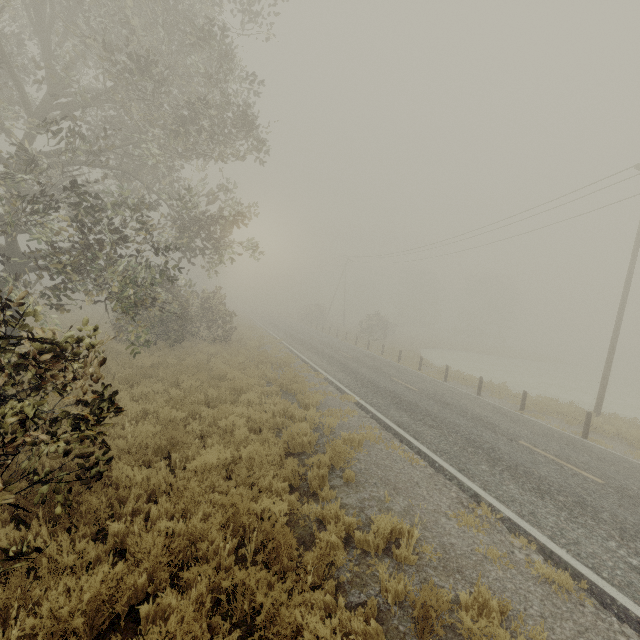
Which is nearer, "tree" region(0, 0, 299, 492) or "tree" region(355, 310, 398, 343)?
"tree" region(0, 0, 299, 492)

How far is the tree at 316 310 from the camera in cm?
5053

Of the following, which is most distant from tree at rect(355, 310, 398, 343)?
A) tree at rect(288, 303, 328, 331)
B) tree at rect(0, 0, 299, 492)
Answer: tree at rect(0, 0, 299, 492)

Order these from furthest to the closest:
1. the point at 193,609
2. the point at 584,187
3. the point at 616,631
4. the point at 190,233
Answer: the point at 190,233
the point at 584,187
the point at 616,631
the point at 193,609

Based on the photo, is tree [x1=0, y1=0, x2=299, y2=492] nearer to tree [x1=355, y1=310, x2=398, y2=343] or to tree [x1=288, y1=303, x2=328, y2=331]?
tree [x1=355, y1=310, x2=398, y2=343]

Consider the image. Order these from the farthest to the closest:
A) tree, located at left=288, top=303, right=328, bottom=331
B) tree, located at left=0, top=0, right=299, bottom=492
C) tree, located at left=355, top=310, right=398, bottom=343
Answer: tree, located at left=288, top=303, right=328, bottom=331 < tree, located at left=355, top=310, right=398, bottom=343 < tree, located at left=0, top=0, right=299, bottom=492

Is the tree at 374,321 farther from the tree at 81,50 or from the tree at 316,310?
the tree at 81,50
